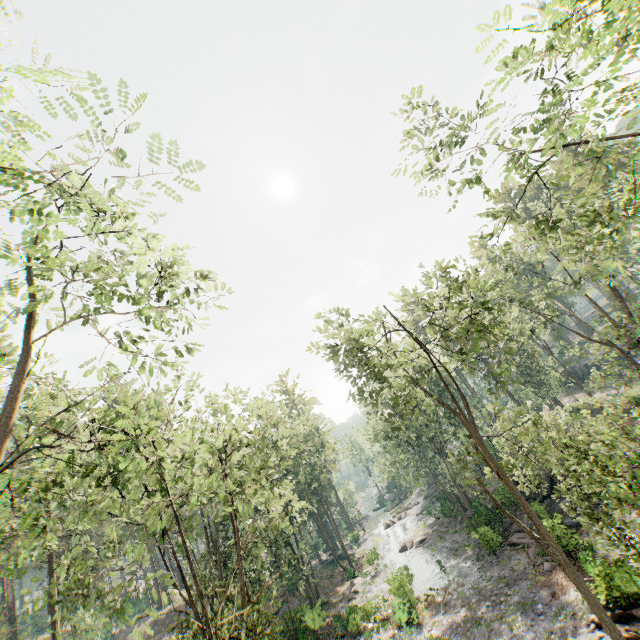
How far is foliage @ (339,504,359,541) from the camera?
53.4m

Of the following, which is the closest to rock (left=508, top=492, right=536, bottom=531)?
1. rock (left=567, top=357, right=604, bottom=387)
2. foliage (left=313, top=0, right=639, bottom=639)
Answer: foliage (left=313, top=0, right=639, bottom=639)

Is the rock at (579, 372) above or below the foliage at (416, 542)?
above

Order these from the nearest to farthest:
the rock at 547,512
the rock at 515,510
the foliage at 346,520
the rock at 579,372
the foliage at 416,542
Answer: the rock at 547,512 < the rock at 515,510 < the foliage at 416,542 < the rock at 579,372 < the foliage at 346,520

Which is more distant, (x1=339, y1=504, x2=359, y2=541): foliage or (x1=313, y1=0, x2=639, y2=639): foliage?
(x1=339, y1=504, x2=359, y2=541): foliage

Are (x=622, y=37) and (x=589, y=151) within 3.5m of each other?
yes

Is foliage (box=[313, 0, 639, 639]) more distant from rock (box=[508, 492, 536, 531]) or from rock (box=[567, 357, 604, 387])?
rock (box=[567, 357, 604, 387])
